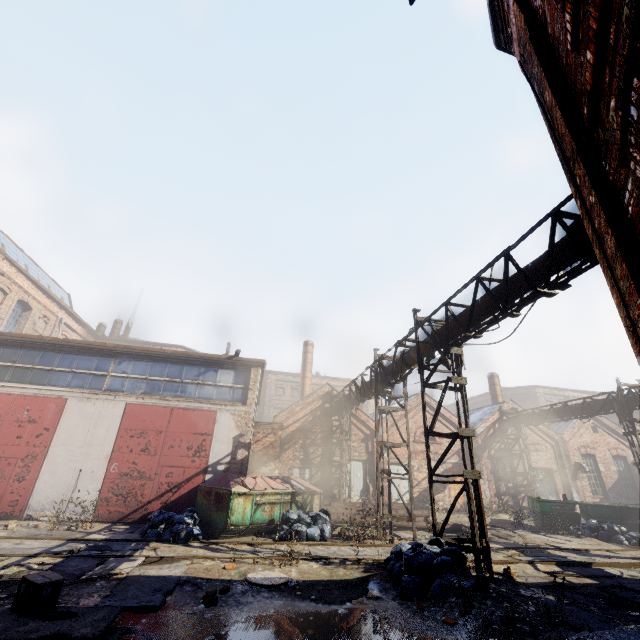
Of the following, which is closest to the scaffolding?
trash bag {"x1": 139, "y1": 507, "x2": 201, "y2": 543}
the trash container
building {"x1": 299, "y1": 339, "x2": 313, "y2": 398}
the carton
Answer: the trash container

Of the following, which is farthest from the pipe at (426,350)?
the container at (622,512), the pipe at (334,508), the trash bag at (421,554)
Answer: the trash bag at (421,554)

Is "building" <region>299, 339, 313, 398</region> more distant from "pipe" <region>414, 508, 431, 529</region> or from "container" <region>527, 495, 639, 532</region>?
"container" <region>527, 495, 639, 532</region>

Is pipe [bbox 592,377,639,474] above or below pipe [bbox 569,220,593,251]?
below

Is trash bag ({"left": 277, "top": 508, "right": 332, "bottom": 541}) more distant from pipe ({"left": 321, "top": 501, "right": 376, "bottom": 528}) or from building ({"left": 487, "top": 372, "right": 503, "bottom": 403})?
building ({"left": 487, "top": 372, "right": 503, "bottom": 403})

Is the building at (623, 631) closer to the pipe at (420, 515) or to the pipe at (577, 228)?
the pipe at (577, 228)

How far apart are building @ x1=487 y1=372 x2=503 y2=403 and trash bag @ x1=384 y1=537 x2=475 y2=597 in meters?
21.4 m

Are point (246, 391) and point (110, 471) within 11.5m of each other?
yes
